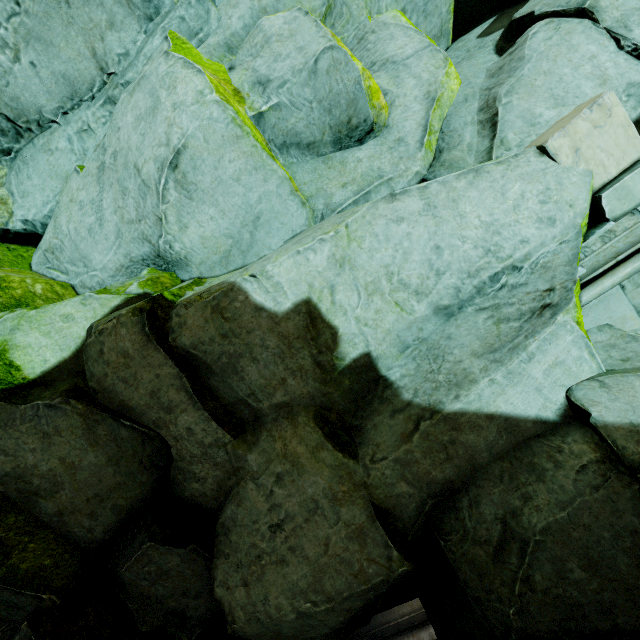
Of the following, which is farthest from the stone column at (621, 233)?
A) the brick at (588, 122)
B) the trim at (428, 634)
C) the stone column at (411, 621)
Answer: the trim at (428, 634)

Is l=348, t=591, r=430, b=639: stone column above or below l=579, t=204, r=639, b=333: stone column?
below

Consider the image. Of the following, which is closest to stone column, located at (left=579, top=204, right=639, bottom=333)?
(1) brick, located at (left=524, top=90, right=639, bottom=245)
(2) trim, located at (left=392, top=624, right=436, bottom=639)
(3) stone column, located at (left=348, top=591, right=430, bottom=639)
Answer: (1) brick, located at (left=524, top=90, right=639, bottom=245)

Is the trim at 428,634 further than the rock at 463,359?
Yes

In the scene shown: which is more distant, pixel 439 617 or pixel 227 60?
pixel 227 60

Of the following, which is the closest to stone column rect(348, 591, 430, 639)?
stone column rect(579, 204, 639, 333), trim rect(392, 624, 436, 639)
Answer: trim rect(392, 624, 436, 639)

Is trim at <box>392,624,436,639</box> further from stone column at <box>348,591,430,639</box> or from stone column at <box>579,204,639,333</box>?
stone column at <box>579,204,639,333</box>

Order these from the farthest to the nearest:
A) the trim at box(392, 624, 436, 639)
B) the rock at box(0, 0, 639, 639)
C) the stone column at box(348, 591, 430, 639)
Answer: the trim at box(392, 624, 436, 639), the stone column at box(348, 591, 430, 639), the rock at box(0, 0, 639, 639)
